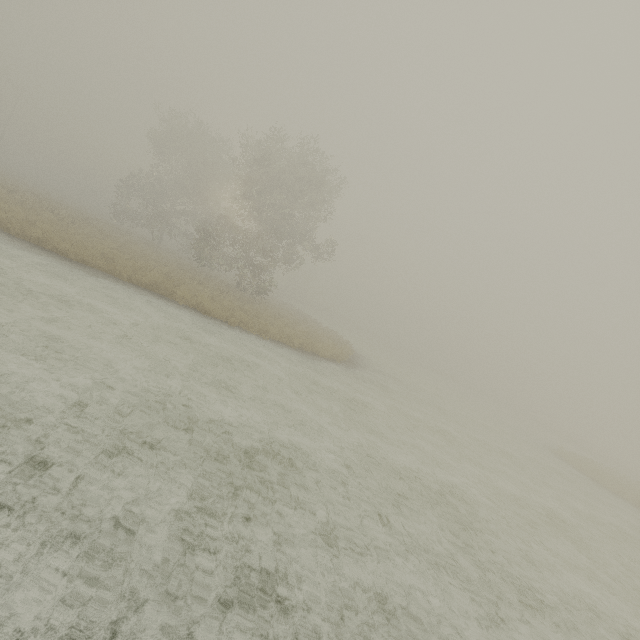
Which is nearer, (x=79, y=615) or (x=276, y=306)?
(x=79, y=615)
